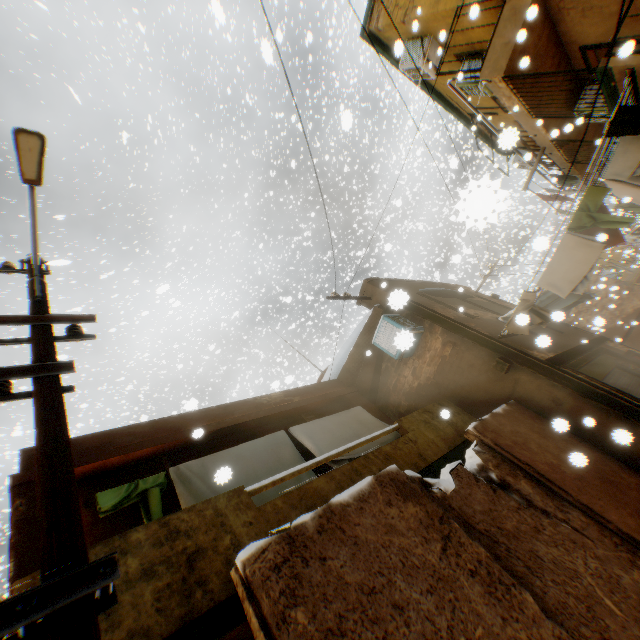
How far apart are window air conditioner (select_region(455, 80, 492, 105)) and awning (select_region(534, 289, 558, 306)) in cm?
538

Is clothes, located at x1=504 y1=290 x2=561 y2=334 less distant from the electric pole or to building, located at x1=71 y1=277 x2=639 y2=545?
building, located at x1=71 y1=277 x2=639 y2=545

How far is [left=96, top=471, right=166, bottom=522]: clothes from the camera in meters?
4.0 m

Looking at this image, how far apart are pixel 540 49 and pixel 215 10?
8.7 meters

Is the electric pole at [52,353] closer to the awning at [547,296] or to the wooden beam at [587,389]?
the wooden beam at [587,389]

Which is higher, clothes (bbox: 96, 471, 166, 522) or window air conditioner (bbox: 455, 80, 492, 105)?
window air conditioner (bbox: 455, 80, 492, 105)

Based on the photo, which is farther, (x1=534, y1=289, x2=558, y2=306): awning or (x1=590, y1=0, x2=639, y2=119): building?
(x1=534, y1=289, x2=558, y2=306): awning

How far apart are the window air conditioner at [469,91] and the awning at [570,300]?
5.4 meters
